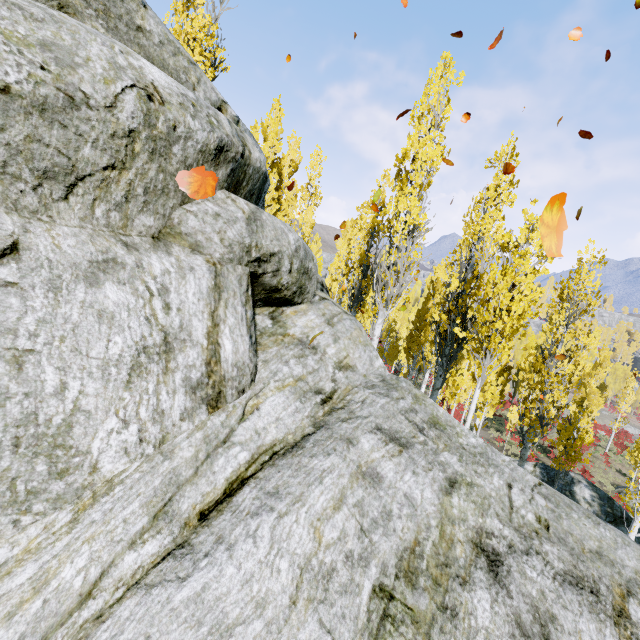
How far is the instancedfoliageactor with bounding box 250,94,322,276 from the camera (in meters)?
15.77

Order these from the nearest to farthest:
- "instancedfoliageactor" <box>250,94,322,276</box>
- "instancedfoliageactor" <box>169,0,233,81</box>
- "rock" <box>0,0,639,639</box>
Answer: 1. "rock" <box>0,0,639,639</box>
2. "instancedfoliageactor" <box>169,0,233,81</box>
3. "instancedfoliageactor" <box>250,94,322,276</box>

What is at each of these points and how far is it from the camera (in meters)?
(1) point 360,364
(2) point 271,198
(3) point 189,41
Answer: (1) rock, 3.29
(2) instancedfoliageactor, 17.97
(3) instancedfoliageactor, 8.76

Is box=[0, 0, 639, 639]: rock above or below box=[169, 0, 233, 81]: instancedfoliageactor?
below

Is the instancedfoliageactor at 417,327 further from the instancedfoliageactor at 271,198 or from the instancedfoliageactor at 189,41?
the instancedfoliageactor at 189,41

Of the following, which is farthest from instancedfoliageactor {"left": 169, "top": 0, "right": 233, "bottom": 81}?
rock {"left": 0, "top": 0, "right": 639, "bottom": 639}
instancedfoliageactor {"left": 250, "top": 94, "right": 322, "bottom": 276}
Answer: rock {"left": 0, "top": 0, "right": 639, "bottom": 639}

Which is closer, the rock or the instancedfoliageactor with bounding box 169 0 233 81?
the rock

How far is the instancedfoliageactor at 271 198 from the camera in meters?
15.8 m
